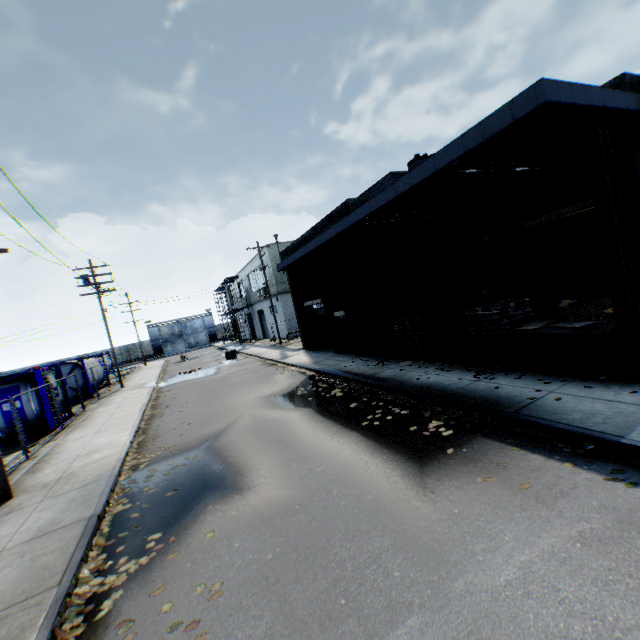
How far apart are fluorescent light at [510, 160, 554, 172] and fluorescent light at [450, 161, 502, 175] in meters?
0.7 m

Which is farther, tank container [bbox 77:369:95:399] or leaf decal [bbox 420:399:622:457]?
tank container [bbox 77:369:95:399]

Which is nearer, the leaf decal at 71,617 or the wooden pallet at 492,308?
the leaf decal at 71,617

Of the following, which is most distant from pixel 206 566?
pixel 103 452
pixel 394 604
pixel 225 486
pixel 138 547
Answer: pixel 103 452

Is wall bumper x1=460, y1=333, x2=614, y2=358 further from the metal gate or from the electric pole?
the metal gate

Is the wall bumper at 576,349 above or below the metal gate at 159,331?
below

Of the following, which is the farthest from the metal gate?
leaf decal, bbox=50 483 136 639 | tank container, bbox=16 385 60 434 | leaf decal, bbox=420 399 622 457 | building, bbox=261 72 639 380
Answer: leaf decal, bbox=50 483 136 639

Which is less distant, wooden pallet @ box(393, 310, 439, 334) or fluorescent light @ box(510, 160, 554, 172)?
fluorescent light @ box(510, 160, 554, 172)
